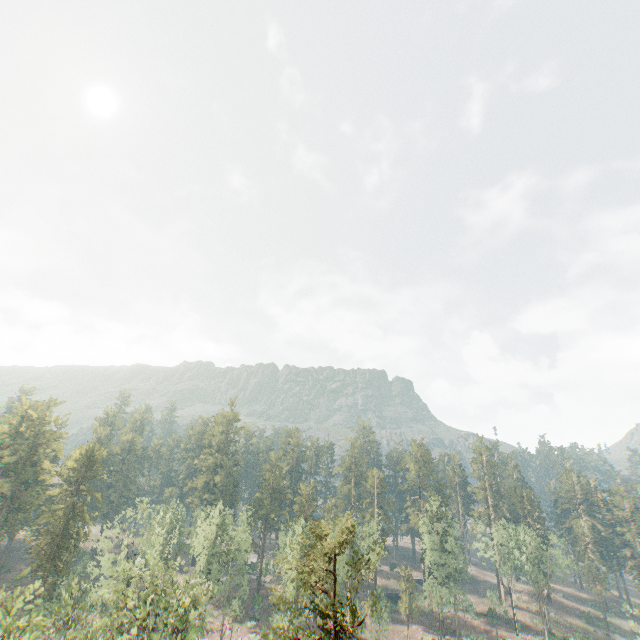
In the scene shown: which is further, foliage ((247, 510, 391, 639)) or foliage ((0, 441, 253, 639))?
foliage ((0, 441, 253, 639))

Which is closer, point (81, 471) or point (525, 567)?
point (81, 471)

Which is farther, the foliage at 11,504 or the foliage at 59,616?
the foliage at 11,504

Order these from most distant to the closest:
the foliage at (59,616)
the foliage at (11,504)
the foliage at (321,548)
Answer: the foliage at (11,504)
the foliage at (59,616)
the foliage at (321,548)

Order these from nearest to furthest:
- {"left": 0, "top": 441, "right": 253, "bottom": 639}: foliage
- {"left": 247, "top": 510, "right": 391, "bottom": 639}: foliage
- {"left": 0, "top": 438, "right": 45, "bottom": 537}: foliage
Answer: {"left": 247, "top": 510, "right": 391, "bottom": 639}: foliage
{"left": 0, "top": 441, "right": 253, "bottom": 639}: foliage
{"left": 0, "top": 438, "right": 45, "bottom": 537}: foliage
